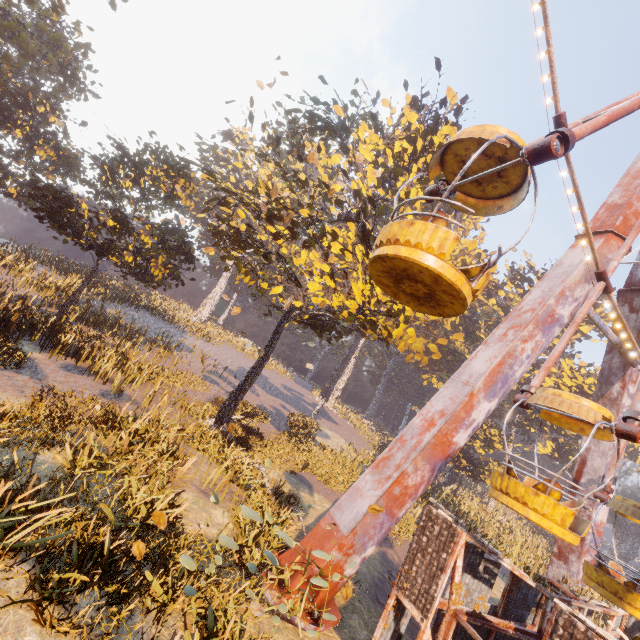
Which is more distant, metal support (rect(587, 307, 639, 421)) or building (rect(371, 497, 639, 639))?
metal support (rect(587, 307, 639, 421))

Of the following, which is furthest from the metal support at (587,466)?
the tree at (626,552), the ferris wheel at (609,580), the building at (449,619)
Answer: the tree at (626,552)

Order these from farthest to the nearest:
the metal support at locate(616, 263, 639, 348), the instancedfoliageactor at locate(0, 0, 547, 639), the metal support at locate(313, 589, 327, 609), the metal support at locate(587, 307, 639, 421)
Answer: the metal support at locate(616, 263, 639, 348)
the metal support at locate(587, 307, 639, 421)
the metal support at locate(313, 589, 327, 609)
the instancedfoliageactor at locate(0, 0, 547, 639)

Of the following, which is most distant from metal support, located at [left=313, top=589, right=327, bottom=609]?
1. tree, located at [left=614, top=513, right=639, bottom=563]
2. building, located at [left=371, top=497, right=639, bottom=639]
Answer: tree, located at [left=614, top=513, right=639, bottom=563]

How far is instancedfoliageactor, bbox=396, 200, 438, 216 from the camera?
11.8m

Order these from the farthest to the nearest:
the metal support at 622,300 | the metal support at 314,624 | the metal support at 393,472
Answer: the metal support at 622,300, the metal support at 393,472, the metal support at 314,624

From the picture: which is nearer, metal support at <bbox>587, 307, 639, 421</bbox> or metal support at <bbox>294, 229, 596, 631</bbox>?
metal support at <bbox>294, 229, 596, 631</bbox>

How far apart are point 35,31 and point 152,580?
42.2 meters
